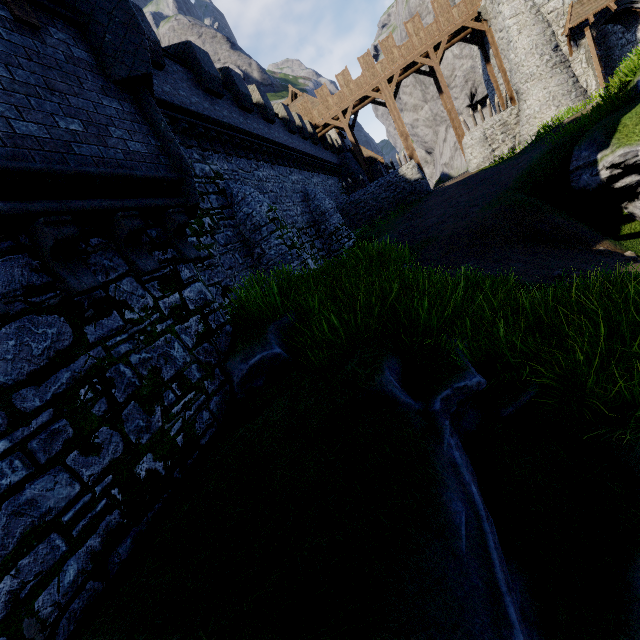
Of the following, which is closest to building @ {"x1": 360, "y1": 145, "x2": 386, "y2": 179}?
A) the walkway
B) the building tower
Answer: the walkway

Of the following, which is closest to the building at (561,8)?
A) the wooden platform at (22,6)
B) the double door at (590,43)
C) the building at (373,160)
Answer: the double door at (590,43)

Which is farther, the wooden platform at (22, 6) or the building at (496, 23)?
the building at (496, 23)

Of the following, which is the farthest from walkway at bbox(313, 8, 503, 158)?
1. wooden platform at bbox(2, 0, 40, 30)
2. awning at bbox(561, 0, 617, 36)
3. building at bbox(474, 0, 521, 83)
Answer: wooden platform at bbox(2, 0, 40, 30)

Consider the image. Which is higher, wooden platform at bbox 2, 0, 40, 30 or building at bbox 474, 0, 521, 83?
building at bbox 474, 0, 521, 83

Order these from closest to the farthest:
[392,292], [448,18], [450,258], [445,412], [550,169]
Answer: [445,412] < [392,292] < [450,258] < [550,169] < [448,18]

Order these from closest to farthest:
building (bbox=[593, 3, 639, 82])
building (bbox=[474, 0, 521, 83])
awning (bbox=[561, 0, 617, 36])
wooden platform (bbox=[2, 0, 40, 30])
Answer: wooden platform (bbox=[2, 0, 40, 30])
awning (bbox=[561, 0, 617, 36])
building (bbox=[593, 3, 639, 82])
building (bbox=[474, 0, 521, 83])

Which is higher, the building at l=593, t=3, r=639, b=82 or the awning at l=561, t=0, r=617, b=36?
the awning at l=561, t=0, r=617, b=36
